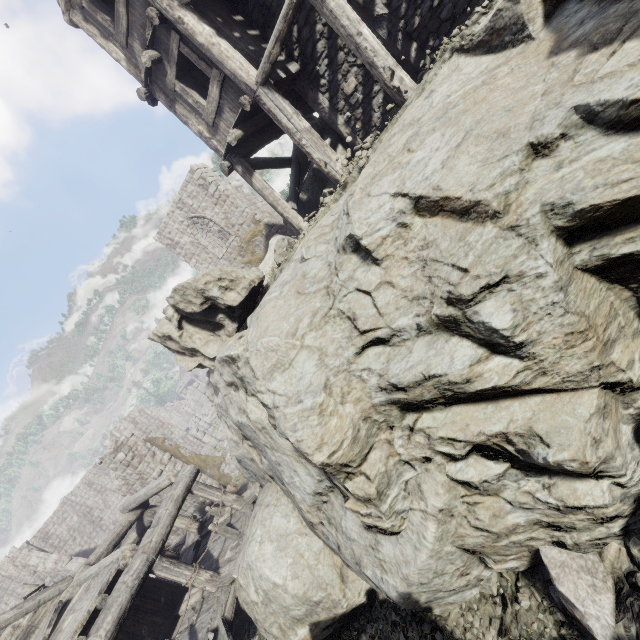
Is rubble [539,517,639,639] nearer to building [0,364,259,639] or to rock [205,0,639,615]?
rock [205,0,639,615]

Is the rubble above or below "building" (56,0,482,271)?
below

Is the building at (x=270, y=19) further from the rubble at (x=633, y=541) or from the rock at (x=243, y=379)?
the rubble at (x=633, y=541)

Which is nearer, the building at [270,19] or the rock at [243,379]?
the rock at [243,379]

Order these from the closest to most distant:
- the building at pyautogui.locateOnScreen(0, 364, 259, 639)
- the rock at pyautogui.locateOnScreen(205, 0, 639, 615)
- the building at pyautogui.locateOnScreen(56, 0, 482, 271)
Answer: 1. the rock at pyautogui.locateOnScreen(205, 0, 639, 615)
2. the building at pyautogui.locateOnScreen(56, 0, 482, 271)
3. the building at pyautogui.locateOnScreen(0, 364, 259, 639)

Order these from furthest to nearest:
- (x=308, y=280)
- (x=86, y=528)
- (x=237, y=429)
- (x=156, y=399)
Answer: (x=156, y=399) → (x=86, y=528) → (x=237, y=429) → (x=308, y=280)
